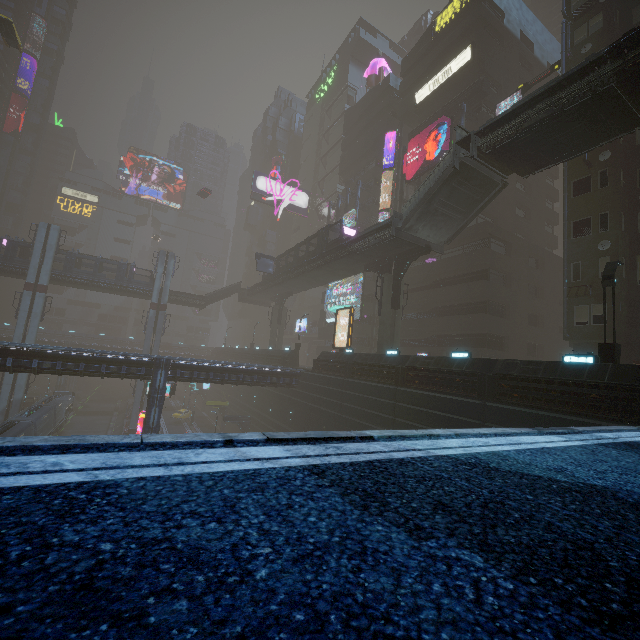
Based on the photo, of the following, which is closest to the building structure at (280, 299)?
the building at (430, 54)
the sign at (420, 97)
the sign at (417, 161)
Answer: the building at (430, 54)

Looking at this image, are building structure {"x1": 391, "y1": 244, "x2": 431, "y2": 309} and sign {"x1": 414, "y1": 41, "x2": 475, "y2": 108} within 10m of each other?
no

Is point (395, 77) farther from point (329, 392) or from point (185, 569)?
point (185, 569)

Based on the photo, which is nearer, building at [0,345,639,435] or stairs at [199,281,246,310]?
building at [0,345,639,435]

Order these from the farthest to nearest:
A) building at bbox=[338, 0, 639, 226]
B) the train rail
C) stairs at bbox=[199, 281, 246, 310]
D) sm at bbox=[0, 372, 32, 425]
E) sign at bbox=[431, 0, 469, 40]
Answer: stairs at bbox=[199, 281, 246, 310]
the train rail
sm at bbox=[0, 372, 32, 425]
sign at bbox=[431, 0, 469, 40]
building at bbox=[338, 0, 639, 226]

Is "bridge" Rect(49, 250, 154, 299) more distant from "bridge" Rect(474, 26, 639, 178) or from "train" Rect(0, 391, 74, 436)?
"bridge" Rect(474, 26, 639, 178)

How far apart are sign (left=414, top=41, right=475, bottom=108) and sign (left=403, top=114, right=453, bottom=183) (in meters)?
5.55

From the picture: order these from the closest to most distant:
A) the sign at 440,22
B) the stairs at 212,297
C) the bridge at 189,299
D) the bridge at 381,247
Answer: the bridge at 381,247 < the sign at 440,22 < the bridge at 189,299 < the stairs at 212,297
